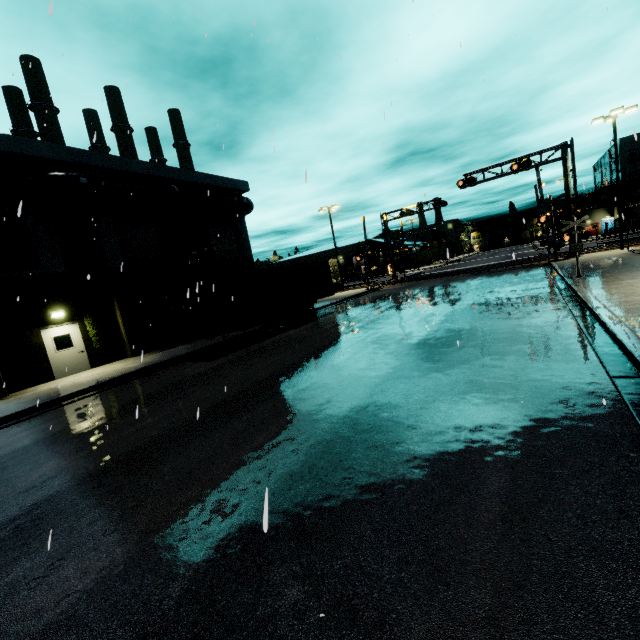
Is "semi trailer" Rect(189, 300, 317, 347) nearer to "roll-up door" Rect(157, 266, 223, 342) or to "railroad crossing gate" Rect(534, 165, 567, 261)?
"roll-up door" Rect(157, 266, 223, 342)

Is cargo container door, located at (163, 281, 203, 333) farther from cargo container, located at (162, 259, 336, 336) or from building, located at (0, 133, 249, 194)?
building, located at (0, 133, 249, 194)

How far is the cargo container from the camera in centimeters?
1380cm

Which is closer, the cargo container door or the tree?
the cargo container door

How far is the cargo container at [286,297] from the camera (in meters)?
13.80

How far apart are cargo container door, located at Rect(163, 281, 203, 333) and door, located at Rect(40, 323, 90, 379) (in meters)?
5.21

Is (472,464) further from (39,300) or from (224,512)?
(39,300)

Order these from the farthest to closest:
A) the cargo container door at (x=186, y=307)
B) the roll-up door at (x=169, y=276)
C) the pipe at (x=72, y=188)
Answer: the roll-up door at (x=169, y=276)
the pipe at (x=72, y=188)
the cargo container door at (x=186, y=307)
